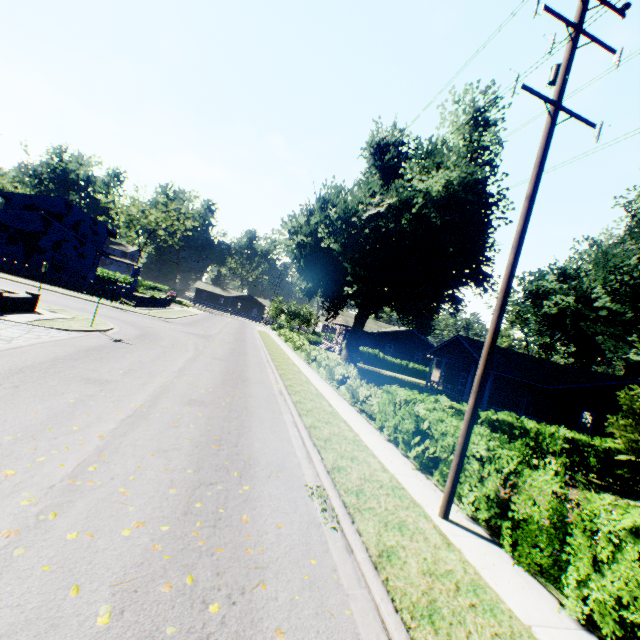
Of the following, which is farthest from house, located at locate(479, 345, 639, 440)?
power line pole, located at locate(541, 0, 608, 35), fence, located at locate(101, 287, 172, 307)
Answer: fence, located at locate(101, 287, 172, 307)

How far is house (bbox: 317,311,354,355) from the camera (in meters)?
46.34

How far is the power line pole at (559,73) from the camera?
6.6m

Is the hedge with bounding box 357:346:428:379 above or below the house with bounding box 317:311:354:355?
below

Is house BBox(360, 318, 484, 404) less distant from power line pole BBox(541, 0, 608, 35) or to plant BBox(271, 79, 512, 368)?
plant BBox(271, 79, 512, 368)

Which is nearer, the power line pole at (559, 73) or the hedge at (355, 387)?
the power line pole at (559, 73)

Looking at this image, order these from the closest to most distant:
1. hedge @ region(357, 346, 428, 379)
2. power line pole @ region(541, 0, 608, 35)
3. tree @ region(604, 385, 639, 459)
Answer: power line pole @ region(541, 0, 608, 35) < tree @ region(604, 385, 639, 459) < hedge @ region(357, 346, 428, 379)

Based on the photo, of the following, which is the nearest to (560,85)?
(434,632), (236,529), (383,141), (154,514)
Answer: (434,632)
